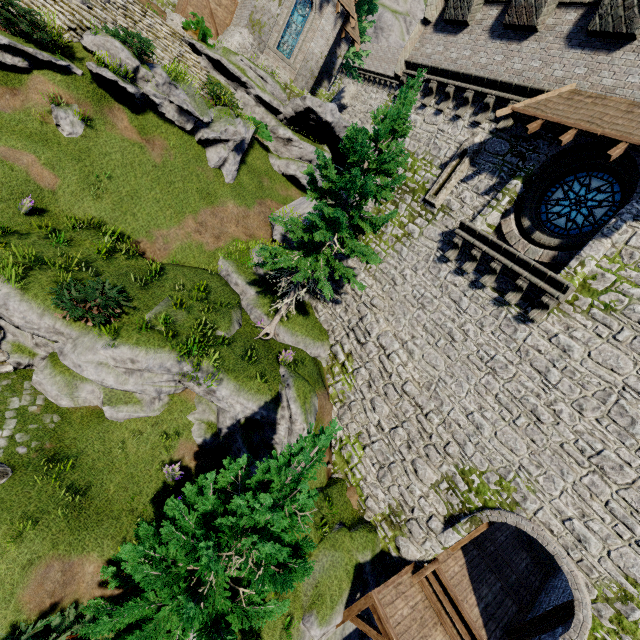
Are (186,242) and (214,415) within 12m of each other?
yes

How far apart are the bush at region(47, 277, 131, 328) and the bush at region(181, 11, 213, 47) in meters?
19.4

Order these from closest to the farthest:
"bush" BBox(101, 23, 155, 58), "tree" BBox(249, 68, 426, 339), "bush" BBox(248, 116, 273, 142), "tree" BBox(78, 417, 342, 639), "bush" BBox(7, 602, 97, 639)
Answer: "tree" BBox(78, 417, 342, 639) < "bush" BBox(7, 602, 97, 639) < "tree" BBox(249, 68, 426, 339) < "bush" BBox(101, 23, 155, 58) < "bush" BBox(248, 116, 273, 142)

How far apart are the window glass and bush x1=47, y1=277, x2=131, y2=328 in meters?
14.0 m

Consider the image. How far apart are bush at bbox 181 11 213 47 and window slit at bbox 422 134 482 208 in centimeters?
1893cm

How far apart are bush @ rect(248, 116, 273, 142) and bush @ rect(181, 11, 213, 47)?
6.3 meters

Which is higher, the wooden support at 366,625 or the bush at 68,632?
the wooden support at 366,625

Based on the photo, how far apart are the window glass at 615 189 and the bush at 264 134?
16.7m
